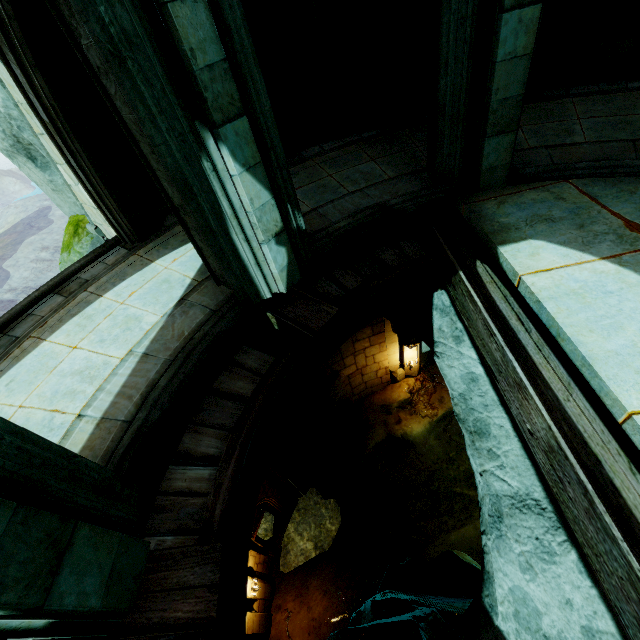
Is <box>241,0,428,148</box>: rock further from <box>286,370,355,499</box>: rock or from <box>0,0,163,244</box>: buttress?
<box>286,370,355,499</box>: rock

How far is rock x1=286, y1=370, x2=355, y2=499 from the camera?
11.5 meters

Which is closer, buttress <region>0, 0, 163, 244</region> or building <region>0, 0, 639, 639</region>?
building <region>0, 0, 639, 639</region>

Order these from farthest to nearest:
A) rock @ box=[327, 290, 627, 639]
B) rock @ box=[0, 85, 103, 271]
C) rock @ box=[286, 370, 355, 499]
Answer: rock @ box=[286, 370, 355, 499] < rock @ box=[0, 85, 103, 271] < rock @ box=[327, 290, 627, 639]

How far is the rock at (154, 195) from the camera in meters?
5.3

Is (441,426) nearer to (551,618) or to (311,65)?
(551,618)

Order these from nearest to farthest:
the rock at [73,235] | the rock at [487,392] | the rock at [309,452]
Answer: the rock at [487,392], the rock at [73,235], the rock at [309,452]

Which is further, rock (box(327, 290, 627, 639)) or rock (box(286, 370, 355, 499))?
rock (box(286, 370, 355, 499))
